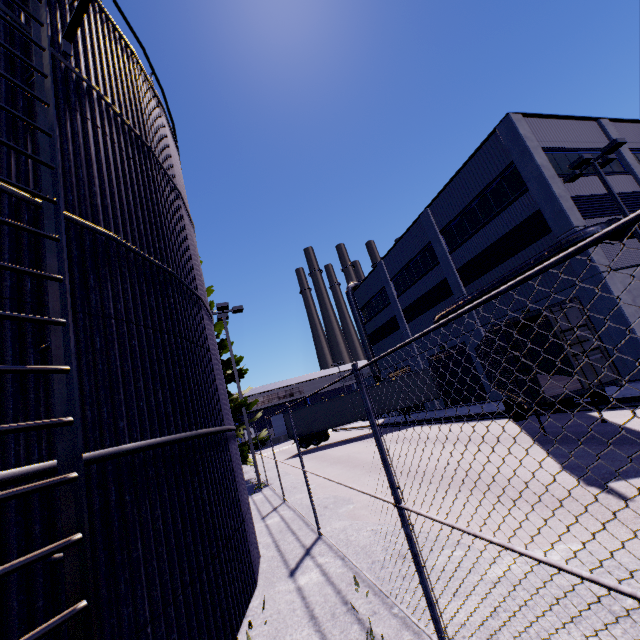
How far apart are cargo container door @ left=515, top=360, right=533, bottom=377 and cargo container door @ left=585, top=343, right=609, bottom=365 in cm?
94

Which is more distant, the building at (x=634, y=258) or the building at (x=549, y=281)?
the building at (x=549, y=281)

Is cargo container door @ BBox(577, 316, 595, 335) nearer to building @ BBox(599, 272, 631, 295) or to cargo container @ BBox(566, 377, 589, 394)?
cargo container @ BBox(566, 377, 589, 394)

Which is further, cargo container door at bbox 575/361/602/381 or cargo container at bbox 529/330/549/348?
cargo container at bbox 529/330/549/348

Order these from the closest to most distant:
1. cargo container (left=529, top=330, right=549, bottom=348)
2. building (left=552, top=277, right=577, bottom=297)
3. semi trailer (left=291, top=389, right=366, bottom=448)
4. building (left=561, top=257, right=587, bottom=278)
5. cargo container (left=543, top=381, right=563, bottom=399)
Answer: cargo container (left=543, top=381, right=563, bottom=399) < cargo container (left=529, top=330, right=549, bottom=348) < building (left=561, top=257, right=587, bottom=278) < building (left=552, top=277, right=577, bottom=297) < semi trailer (left=291, top=389, right=366, bottom=448)

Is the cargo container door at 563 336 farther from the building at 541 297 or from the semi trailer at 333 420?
the building at 541 297

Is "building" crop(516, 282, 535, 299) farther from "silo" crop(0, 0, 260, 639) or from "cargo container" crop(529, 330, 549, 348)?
"cargo container" crop(529, 330, 549, 348)

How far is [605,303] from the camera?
15.12m
